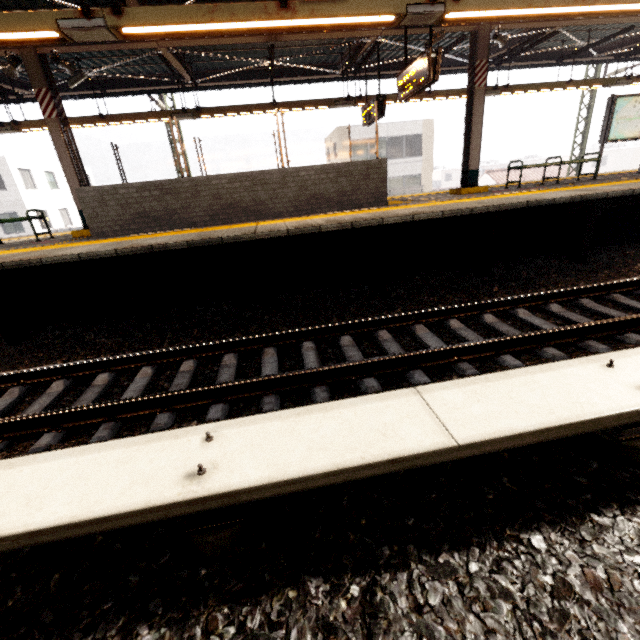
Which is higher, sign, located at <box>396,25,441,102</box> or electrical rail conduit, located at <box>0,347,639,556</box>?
sign, located at <box>396,25,441,102</box>

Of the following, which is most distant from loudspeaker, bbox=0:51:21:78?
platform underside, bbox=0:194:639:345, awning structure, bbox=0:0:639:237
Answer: platform underside, bbox=0:194:639:345

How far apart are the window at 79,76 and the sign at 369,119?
7.20m

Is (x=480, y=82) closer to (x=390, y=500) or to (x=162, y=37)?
(x=162, y=37)

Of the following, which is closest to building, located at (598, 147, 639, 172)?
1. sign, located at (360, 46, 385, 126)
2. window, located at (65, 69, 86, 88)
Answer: sign, located at (360, 46, 385, 126)

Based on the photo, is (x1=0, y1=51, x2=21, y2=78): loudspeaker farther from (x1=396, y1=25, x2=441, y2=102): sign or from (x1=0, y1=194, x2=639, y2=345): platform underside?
(x1=396, y1=25, x2=441, y2=102): sign

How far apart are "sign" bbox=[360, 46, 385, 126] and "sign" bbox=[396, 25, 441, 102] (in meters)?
1.38

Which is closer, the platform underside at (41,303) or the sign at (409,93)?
the platform underside at (41,303)
